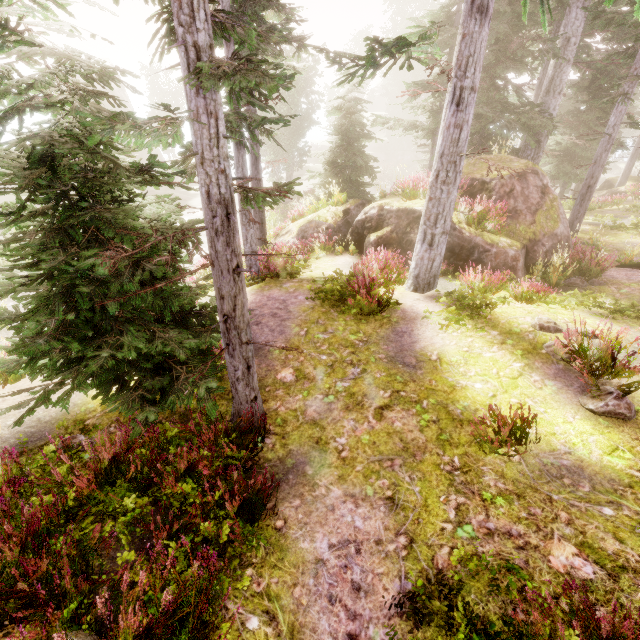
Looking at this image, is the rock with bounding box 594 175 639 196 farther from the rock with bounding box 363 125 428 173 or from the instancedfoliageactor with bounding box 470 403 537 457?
the rock with bounding box 363 125 428 173

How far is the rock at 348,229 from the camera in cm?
1228

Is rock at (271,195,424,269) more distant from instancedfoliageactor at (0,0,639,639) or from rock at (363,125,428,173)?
rock at (363,125,428,173)

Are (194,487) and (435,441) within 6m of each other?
yes

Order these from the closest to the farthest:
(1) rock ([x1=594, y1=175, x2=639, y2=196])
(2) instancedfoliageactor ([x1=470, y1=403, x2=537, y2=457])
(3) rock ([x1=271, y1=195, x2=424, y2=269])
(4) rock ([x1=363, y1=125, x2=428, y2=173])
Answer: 1. (2) instancedfoliageactor ([x1=470, y1=403, x2=537, y2=457])
2. (3) rock ([x1=271, y1=195, x2=424, y2=269])
3. (1) rock ([x1=594, y1=175, x2=639, y2=196])
4. (4) rock ([x1=363, y1=125, x2=428, y2=173])

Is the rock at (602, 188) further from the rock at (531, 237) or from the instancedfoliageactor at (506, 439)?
the rock at (531, 237)

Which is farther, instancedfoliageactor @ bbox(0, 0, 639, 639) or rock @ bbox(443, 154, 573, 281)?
rock @ bbox(443, 154, 573, 281)

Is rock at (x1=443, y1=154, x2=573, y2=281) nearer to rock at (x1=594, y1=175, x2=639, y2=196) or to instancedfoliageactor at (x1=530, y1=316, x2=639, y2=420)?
instancedfoliageactor at (x1=530, y1=316, x2=639, y2=420)
